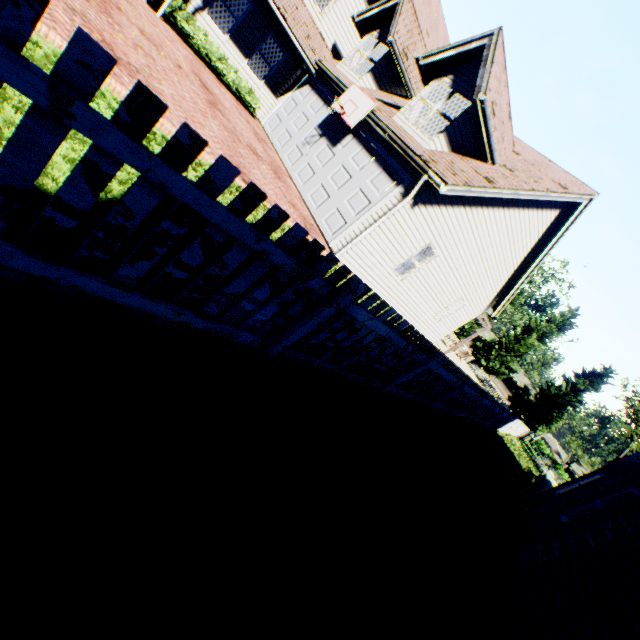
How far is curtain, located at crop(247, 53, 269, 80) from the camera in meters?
13.6

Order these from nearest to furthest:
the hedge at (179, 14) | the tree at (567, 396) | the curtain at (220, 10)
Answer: the hedge at (179, 14) < the curtain at (220, 10) < the tree at (567, 396)

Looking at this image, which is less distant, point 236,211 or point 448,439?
point 236,211

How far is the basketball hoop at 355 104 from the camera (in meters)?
Answer: 10.37

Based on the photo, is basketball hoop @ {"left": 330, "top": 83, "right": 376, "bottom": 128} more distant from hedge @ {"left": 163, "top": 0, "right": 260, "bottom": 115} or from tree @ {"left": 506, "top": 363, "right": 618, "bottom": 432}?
tree @ {"left": 506, "top": 363, "right": 618, "bottom": 432}

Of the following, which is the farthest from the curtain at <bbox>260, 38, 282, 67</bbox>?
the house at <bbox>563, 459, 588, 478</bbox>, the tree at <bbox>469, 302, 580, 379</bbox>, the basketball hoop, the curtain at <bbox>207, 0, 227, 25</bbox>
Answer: the house at <bbox>563, 459, 588, 478</bbox>

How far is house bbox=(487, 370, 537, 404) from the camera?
56.2m

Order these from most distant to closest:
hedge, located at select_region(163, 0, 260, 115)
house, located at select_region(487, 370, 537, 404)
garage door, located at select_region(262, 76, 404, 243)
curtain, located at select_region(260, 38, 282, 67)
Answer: house, located at select_region(487, 370, 537, 404) < curtain, located at select_region(260, 38, 282, 67) < hedge, located at select_region(163, 0, 260, 115) < garage door, located at select_region(262, 76, 404, 243)
